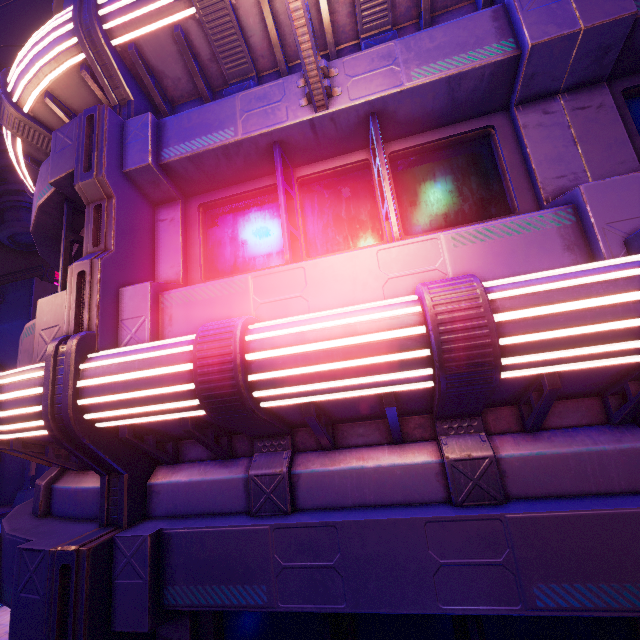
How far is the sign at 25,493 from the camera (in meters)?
18.42

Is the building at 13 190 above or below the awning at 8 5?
above

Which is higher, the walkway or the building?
the building

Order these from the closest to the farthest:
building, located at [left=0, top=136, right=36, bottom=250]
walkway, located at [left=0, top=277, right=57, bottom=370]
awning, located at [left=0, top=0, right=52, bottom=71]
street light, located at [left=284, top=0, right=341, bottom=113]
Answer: street light, located at [left=284, top=0, right=341, bottom=113], awning, located at [left=0, top=0, right=52, bottom=71], walkway, located at [left=0, top=277, right=57, bottom=370], building, located at [left=0, top=136, right=36, bottom=250]

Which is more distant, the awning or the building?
the building

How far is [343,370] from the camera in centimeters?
241cm

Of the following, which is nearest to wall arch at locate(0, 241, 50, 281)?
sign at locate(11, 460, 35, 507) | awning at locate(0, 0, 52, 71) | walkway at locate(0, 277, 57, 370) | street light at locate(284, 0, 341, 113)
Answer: walkway at locate(0, 277, 57, 370)

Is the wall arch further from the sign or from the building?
the sign
